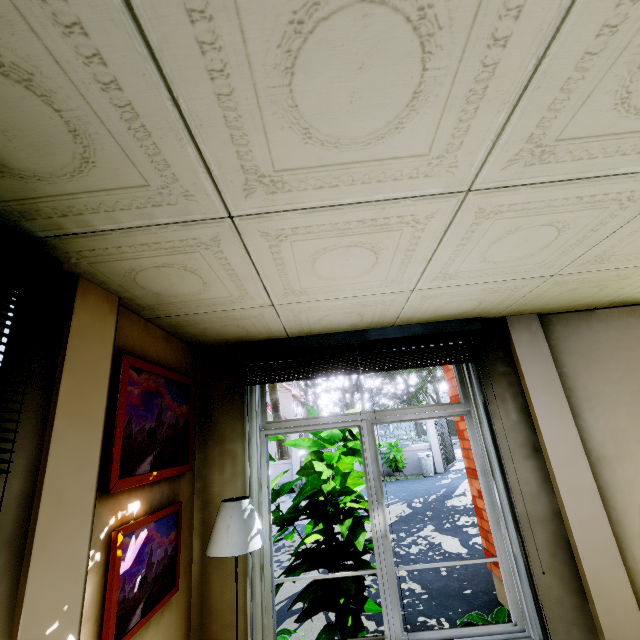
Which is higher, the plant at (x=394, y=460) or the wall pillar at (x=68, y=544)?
the wall pillar at (x=68, y=544)

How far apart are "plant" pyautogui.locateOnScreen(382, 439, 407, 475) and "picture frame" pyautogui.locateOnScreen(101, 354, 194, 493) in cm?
1277

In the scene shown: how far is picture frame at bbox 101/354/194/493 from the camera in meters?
1.8

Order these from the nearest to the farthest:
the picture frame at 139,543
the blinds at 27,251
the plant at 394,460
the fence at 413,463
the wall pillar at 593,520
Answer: the blinds at 27,251, the picture frame at 139,543, the wall pillar at 593,520, the plant at 394,460, the fence at 413,463

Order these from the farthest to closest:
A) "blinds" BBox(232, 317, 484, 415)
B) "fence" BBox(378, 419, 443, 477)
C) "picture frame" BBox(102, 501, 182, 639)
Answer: "fence" BBox(378, 419, 443, 477)
"blinds" BBox(232, 317, 484, 415)
"picture frame" BBox(102, 501, 182, 639)

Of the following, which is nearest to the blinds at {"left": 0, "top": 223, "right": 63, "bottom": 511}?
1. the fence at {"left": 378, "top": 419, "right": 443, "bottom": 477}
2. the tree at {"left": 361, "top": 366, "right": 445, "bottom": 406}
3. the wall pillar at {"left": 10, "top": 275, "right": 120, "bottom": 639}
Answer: the wall pillar at {"left": 10, "top": 275, "right": 120, "bottom": 639}

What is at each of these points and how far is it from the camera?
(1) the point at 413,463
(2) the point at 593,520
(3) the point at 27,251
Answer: (1) fence, 15.00m
(2) wall pillar, 2.52m
(3) blinds, 1.27m

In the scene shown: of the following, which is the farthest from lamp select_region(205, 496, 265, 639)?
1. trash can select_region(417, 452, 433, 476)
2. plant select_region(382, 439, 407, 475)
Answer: trash can select_region(417, 452, 433, 476)
